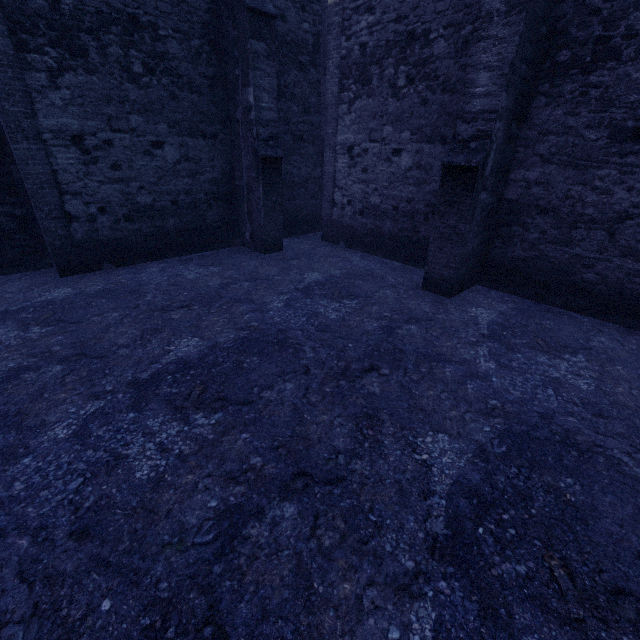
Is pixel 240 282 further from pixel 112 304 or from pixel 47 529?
pixel 47 529
